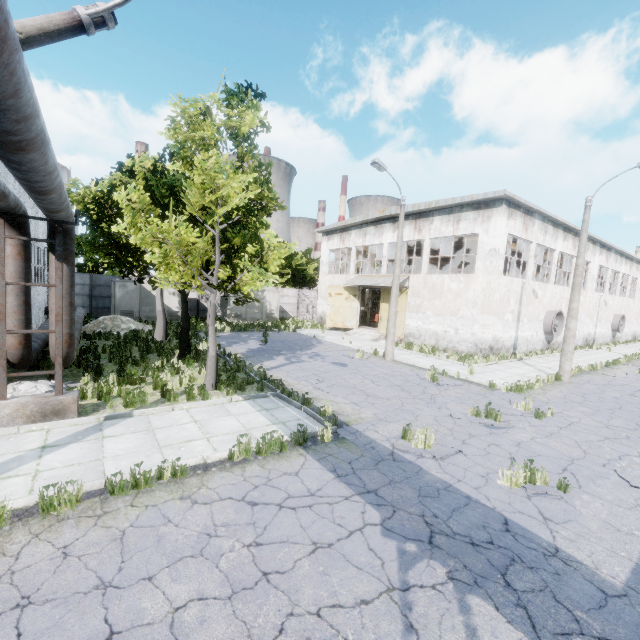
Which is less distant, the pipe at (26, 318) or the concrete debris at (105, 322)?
the pipe at (26, 318)

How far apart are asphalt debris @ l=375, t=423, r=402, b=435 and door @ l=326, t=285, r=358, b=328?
20.7 meters

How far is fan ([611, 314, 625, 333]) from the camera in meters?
34.3 m

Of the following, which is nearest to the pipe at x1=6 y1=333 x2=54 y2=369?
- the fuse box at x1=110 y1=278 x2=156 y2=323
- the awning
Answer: the fuse box at x1=110 y1=278 x2=156 y2=323

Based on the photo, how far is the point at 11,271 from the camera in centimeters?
834cm

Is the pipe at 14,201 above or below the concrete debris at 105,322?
above

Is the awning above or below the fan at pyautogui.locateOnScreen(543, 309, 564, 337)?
above

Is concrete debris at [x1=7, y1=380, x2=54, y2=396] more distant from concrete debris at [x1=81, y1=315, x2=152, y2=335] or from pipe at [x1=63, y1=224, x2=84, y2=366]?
concrete debris at [x1=81, y1=315, x2=152, y2=335]
